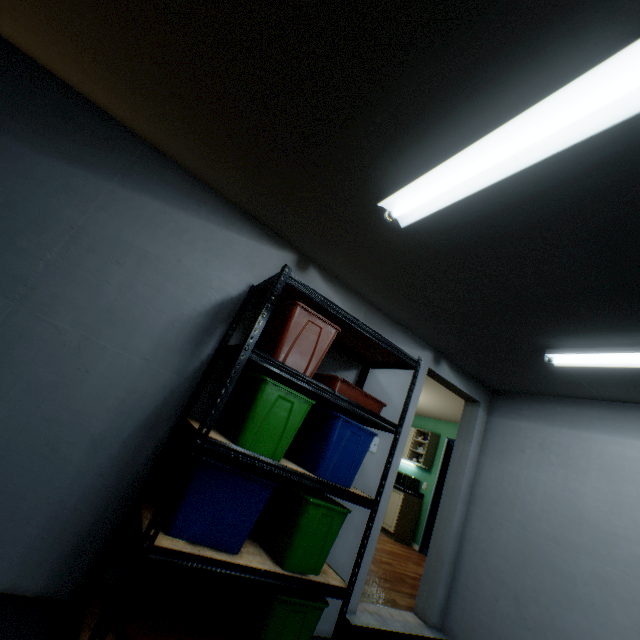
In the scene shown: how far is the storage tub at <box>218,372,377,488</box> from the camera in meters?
1.7

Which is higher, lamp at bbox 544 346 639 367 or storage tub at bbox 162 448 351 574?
lamp at bbox 544 346 639 367

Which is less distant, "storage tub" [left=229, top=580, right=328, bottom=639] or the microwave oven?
"storage tub" [left=229, top=580, right=328, bottom=639]

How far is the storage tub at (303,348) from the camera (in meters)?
1.84

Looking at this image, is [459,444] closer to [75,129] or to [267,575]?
[267,575]

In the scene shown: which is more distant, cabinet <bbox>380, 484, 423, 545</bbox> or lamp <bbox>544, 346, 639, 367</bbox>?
cabinet <bbox>380, 484, 423, 545</bbox>

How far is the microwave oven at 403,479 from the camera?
6.5 meters

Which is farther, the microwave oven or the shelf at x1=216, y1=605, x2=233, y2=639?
the microwave oven
